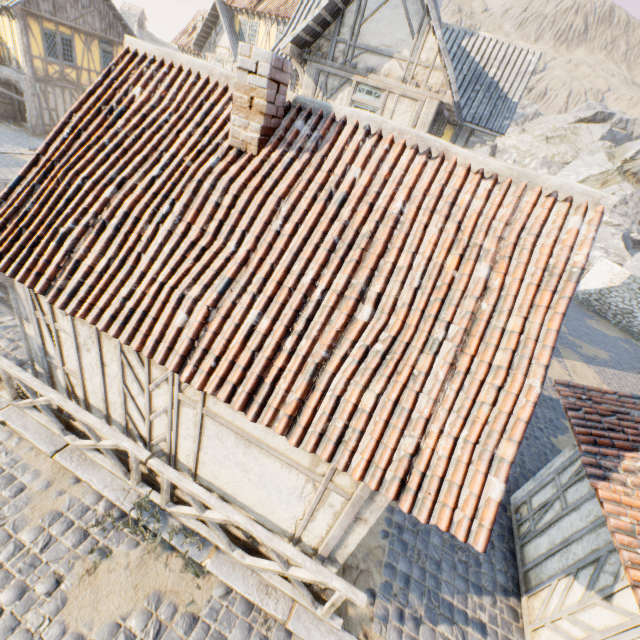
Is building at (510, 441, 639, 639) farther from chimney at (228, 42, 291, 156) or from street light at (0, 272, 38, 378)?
street light at (0, 272, 38, 378)

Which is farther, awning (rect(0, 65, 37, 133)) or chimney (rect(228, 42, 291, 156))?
awning (rect(0, 65, 37, 133))

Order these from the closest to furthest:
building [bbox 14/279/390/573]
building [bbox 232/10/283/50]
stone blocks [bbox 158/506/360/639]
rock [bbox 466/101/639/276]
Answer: building [bbox 14/279/390/573] < stone blocks [bbox 158/506/360/639] < building [bbox 232/10/283/50] < rock [bbox 466/101/639/276]

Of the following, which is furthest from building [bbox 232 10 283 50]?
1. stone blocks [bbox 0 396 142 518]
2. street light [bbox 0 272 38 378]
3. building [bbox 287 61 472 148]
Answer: street light [bbox 0 272 38 378]

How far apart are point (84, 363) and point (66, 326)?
0.63m

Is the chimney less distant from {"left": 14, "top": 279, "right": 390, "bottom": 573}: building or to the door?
{"left": 14, "top": 279, "right": 390, "bottom": 573}: building

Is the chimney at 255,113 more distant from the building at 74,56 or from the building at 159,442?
the building at 74,56

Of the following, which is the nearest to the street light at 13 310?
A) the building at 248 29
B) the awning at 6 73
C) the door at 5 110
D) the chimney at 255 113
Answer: the chimney at 255 113
